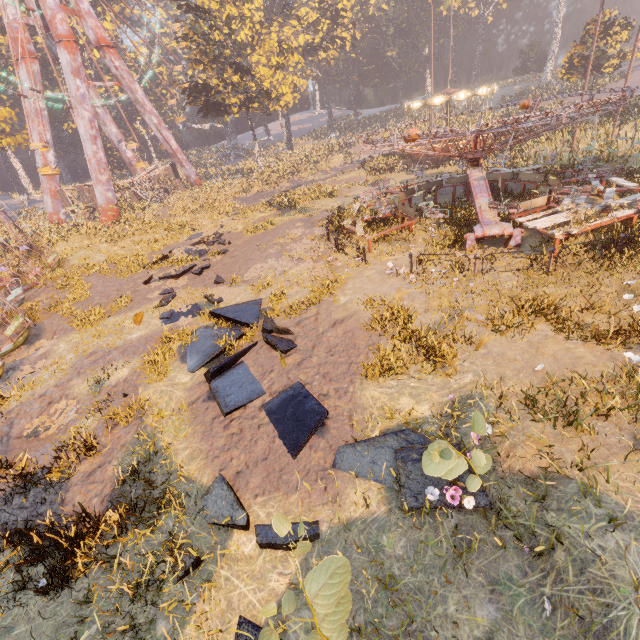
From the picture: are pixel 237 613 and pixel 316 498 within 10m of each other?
yes

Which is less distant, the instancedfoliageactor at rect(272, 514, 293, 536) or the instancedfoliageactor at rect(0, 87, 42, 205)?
the instancedfoliageactor at rect(272, 514, 293, 536)

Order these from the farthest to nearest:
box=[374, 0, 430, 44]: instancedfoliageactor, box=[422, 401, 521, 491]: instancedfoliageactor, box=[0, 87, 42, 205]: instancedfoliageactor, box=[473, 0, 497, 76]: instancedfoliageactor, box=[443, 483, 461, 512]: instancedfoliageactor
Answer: box=[374, 0, 430, 44]: instancedfoliageactor
box=[473, 0, 497, 76]: instancedfoliageactor
box=[0, 87, 42, 205]: instancedfoliageactor
box=[443, 483, 461, 512]: instancedfoliageactor
box=[422, 401, 521, 491]: instancedfoliageactor

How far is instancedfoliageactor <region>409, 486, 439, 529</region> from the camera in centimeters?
460cm

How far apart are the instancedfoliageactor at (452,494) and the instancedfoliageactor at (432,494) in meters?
0.2

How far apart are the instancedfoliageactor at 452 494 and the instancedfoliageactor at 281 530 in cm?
145

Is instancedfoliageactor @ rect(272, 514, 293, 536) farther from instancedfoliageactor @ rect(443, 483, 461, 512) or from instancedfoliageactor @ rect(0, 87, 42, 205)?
instancedfoliageactor @ rect(0, 87, 42, 205)

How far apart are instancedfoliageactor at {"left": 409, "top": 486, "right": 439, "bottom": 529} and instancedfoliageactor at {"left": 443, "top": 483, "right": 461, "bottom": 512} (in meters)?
0.19
